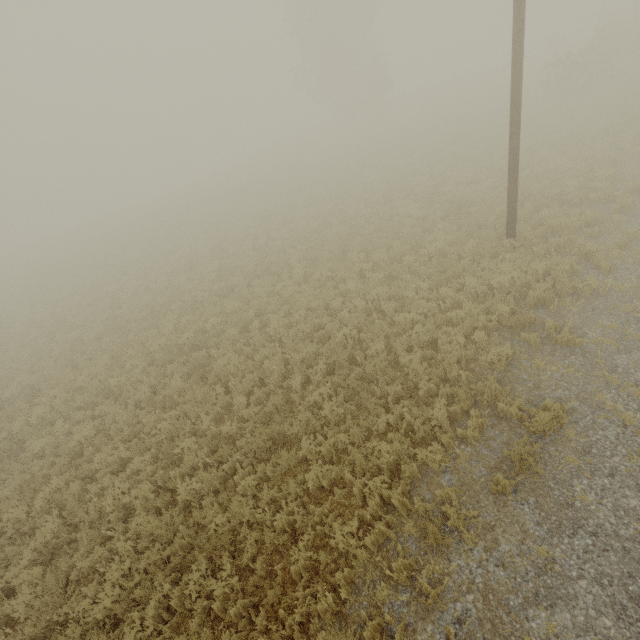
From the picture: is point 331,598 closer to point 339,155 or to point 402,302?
point 402,302

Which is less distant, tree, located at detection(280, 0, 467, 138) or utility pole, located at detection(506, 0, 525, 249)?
utility pole, located at detection(506, 0, 525, 249)

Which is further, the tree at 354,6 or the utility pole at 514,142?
the tree at 354,6
